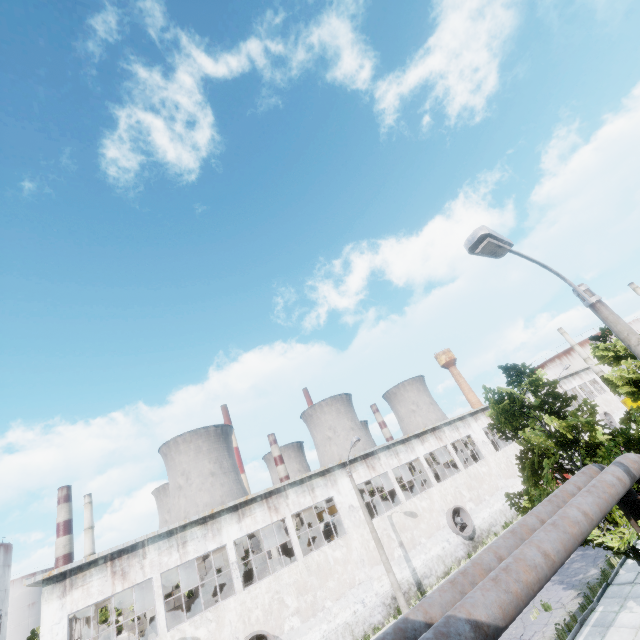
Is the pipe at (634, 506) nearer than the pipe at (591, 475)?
No

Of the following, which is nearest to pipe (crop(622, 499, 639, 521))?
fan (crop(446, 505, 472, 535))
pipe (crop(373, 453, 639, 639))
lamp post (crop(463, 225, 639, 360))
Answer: pipe (crop(373, 453, 639, 639))

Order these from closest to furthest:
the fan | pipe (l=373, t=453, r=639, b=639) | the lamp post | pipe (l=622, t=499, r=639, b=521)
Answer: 1. pipe (l=373, t=453, r=639, b=639)
2. the lamp post
3. pipe (l=622, t=499, r=639, b=521)
4. the fan

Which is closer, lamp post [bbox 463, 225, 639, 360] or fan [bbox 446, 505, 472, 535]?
lamp post [bbox 463, 225, 639, 360]

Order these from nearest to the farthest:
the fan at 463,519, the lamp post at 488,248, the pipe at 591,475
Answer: the pipe at 591,475 → the lamp post at 488,248 → the fan at 463,519

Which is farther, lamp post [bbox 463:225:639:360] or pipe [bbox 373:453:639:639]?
lamp post [bbox 463:225:639:360]

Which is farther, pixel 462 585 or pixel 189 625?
pixel 189 625
